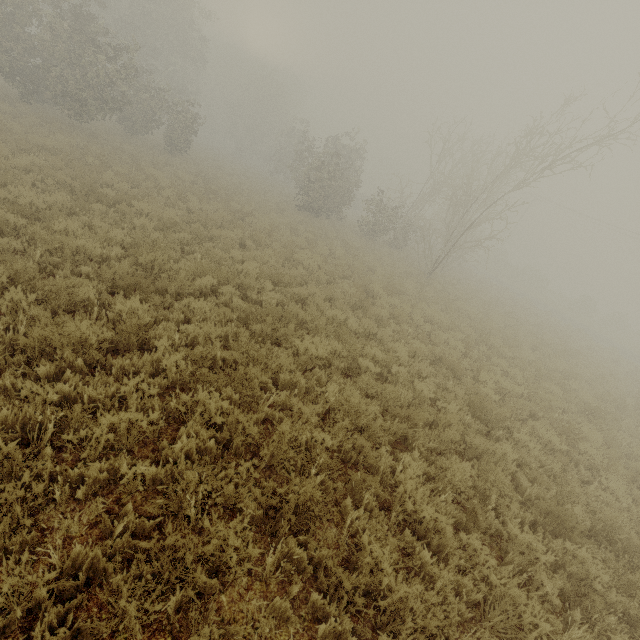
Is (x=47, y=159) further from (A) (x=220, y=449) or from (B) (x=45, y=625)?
(B) (x=45, y=625)
